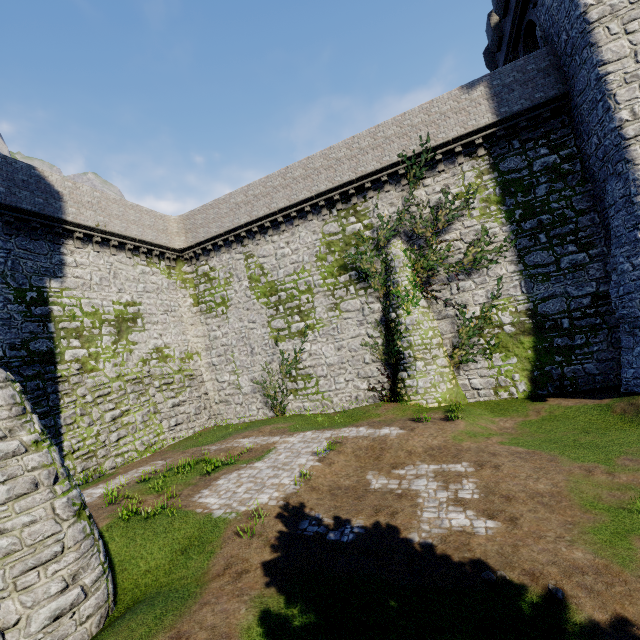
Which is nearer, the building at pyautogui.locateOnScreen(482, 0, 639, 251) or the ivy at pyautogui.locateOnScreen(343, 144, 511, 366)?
the building at pyautogui.locateOnScreen(482, 0, 639, 251)

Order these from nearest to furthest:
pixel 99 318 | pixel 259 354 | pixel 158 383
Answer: pixel 99 318
pixel 158 383
pixel 259 354

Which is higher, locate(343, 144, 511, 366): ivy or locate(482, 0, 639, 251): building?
Result: locate(482, 0, 639, 251): building

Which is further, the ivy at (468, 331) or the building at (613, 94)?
the ivy at (468, 331)

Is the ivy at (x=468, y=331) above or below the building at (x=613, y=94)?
below

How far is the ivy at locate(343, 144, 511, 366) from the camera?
16.48m
